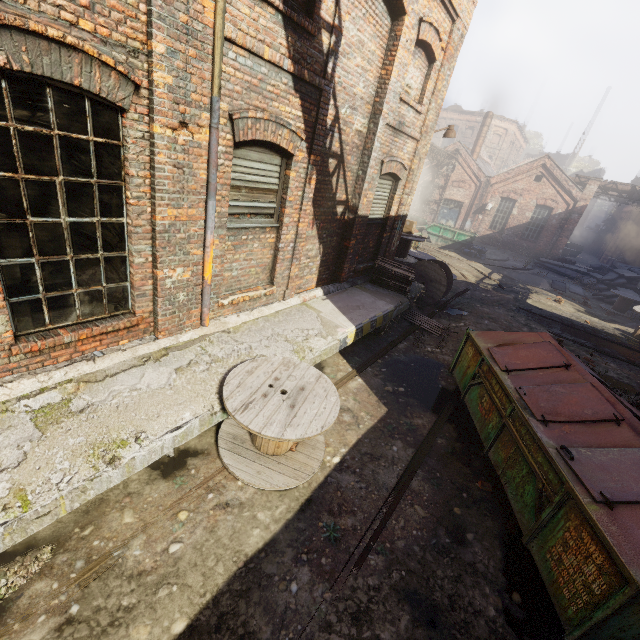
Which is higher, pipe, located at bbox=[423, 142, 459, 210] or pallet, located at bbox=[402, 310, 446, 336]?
pipe, located at bbox=[423, 142, 459, 210]

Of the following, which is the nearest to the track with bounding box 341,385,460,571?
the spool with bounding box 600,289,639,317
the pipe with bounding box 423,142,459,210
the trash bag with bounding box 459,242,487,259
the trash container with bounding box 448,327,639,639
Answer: the trash container with bounding box 448,327,639,639

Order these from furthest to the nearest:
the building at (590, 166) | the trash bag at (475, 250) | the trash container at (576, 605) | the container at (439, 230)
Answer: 1. the building at (590, 166)
2. the container at (439, 230)
3. the trash bag at (475, 250)
4. the trash container at (576, 605)

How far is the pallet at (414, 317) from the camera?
9.52m

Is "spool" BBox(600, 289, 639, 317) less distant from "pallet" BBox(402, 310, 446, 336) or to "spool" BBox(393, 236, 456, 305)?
"spool" BBox(393, 236, 456, 305)

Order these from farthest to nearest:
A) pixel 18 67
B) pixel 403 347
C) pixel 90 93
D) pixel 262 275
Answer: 1. pixel 403 347
2. pixel 262 275
3. pixel 90 93
4. pixel 18 67

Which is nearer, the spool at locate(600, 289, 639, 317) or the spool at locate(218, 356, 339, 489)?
the spool at locate(218, 356, 339, 489)

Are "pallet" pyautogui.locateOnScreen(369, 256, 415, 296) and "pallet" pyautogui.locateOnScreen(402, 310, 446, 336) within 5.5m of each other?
yes
